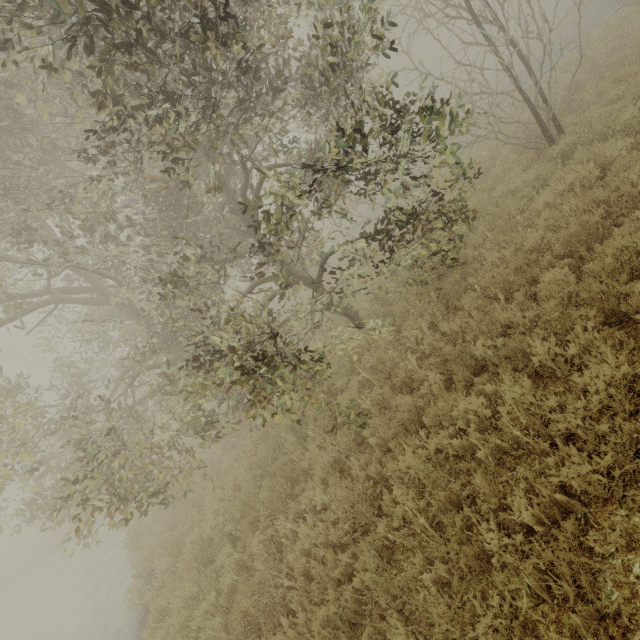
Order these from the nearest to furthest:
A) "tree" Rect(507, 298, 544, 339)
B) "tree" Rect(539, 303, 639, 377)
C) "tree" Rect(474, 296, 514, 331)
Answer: "tree" Rect(539, 303, 639, 377) → "tree" Rect(507, 298, 544, 339) → "tree" Rect(474, 296, 514, 331)

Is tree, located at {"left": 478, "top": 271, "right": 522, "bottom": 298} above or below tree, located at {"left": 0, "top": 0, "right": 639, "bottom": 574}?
below

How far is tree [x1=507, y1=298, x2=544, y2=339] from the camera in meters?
4.4 m

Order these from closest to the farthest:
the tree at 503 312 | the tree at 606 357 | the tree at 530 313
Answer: the tree at 606 357 < the tree at 530 313 < the tree at 503 312

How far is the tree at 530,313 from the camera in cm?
435

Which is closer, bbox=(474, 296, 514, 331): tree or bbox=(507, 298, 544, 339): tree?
bbox=(507, 298, 544, 339): tree

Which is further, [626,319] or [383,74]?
[383,74]
